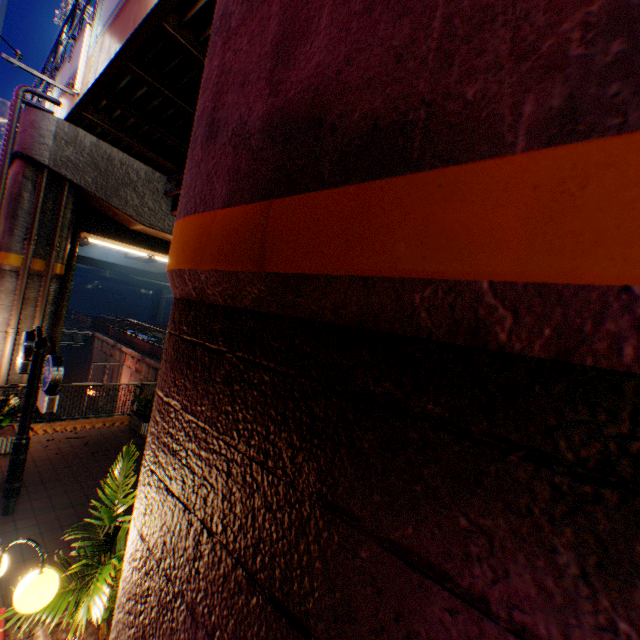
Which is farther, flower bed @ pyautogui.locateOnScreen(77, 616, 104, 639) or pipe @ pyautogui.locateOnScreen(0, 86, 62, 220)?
pipe @ pyautogui.locateOnScreen(0, 86, 62, 220)

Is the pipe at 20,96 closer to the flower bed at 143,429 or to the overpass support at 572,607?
the overpass support at 572,607

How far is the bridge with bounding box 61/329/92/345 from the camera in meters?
30.4

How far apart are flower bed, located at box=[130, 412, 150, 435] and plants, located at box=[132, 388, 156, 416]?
0.04m

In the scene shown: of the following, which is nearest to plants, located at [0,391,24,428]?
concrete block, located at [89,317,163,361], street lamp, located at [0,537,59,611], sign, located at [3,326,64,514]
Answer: sign, located at [3,326,64,514]

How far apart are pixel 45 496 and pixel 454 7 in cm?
939

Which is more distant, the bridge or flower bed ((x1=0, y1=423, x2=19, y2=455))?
the bridge

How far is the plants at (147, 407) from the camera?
10.16m
